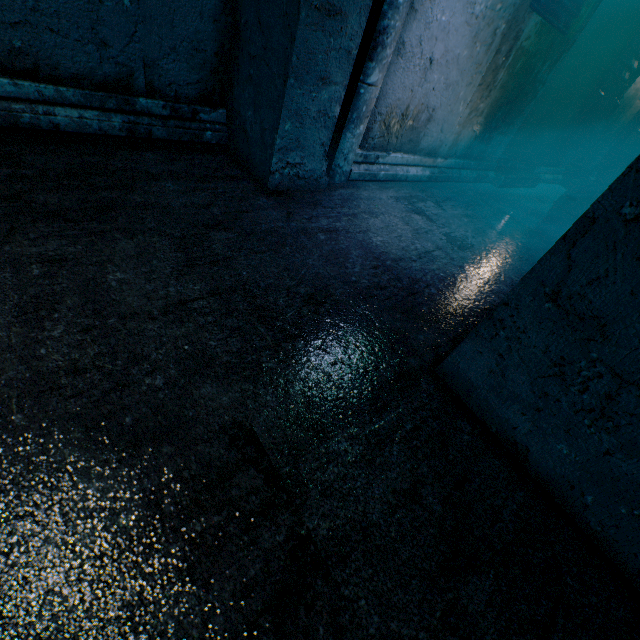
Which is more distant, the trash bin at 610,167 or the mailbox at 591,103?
the trash bin at 610,167

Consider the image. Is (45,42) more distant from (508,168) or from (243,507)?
(508,168)

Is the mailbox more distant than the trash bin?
→ No

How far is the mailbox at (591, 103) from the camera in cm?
394

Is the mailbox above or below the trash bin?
above

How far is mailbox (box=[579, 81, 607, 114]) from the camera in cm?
394
